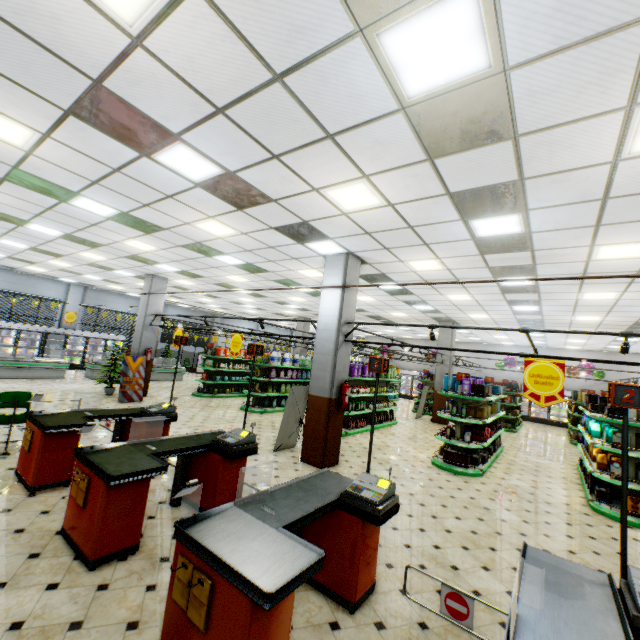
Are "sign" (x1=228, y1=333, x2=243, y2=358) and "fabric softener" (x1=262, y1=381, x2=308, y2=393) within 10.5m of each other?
yes

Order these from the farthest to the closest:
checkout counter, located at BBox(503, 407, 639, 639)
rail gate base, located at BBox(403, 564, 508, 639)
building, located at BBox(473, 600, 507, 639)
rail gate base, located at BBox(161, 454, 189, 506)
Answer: rail gate base, located at BBox(161, 454, 189, 506) → building, located at BBox(473, 600, 507, 639) → rail gate base, located at BBox(403, 564, 508, 639) → checkout counter, located at BBox(503, 407, 639, 639)

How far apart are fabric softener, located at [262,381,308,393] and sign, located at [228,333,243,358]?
3.65m

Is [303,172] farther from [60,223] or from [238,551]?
[60,223]

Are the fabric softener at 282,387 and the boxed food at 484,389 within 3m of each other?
no

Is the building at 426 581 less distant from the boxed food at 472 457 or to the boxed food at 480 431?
the boxed food at 472 457

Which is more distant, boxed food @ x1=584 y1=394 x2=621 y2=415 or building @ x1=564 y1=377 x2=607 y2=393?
building @ x1=564 y1=377 x2=607 y2=393

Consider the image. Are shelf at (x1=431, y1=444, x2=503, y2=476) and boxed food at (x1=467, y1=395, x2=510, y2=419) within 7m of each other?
yes
